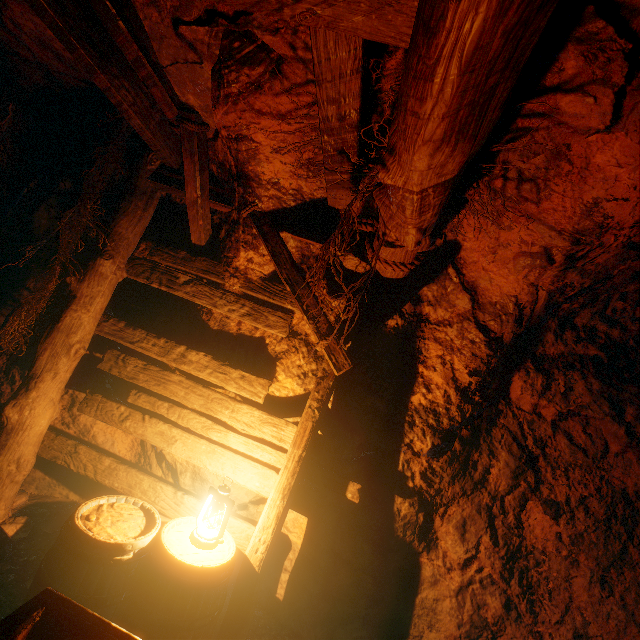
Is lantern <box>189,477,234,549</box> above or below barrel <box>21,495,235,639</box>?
above

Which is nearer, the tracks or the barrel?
the tracks

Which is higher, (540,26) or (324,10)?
(324,10)

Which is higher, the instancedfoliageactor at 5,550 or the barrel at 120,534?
the barrel at 120,534

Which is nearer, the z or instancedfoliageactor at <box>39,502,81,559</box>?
the z

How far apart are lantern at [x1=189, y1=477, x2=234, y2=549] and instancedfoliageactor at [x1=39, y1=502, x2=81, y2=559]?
1.2m

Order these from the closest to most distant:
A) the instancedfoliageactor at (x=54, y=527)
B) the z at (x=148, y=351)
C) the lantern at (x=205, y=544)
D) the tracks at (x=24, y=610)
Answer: the tracks at (x=24, y=610) → the z at (x=148, y=351) → the lantern at (x=205, y=544) → the instancedfoliageactor at (x=54, y=527)

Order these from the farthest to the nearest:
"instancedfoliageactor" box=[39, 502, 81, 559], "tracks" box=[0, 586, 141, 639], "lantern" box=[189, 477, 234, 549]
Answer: "instancedfoliageactor" box=[39, 502, 81, 559] < "lantern" box=[189, 477, 234, 549] < "tracks" box=[0, 586, 141, 639]
